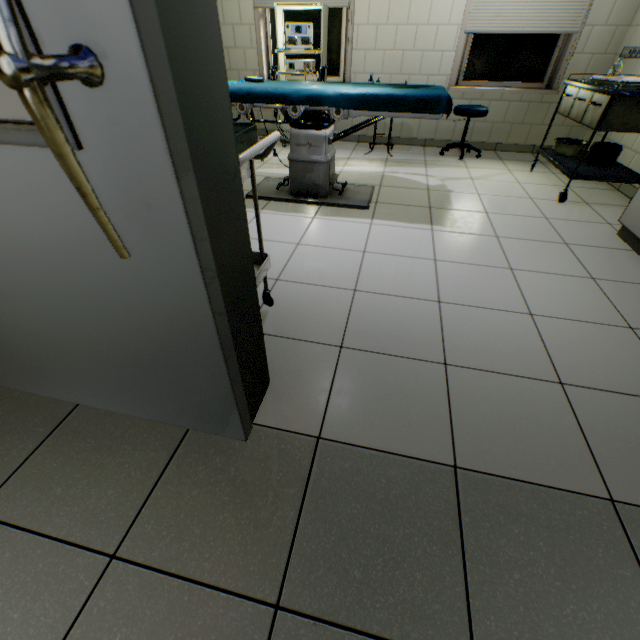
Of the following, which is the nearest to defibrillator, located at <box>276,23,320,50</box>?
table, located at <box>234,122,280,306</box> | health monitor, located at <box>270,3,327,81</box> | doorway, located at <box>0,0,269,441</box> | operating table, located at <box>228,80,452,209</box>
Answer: health monitor, located at <box>270,3,327,81</box>

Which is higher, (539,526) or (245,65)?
(245,65)

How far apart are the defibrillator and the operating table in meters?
1.4

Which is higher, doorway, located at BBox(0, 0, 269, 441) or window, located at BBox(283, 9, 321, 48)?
window, located at BBox(283, 9, 321, 48)

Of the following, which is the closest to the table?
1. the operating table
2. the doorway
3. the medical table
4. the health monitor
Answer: the doorway

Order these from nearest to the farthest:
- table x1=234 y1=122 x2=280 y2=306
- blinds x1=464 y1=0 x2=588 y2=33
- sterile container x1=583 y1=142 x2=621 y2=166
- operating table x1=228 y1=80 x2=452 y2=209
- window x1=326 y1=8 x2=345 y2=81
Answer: table x1=234 y1=122 x2=280 y2=306 → operating table x1=228 y1=80 x2=452 y2=209 → sterile container x1=583 y1=142 x2=621 y2=166 → blinds x1=464 y1=0 x2=588 y2=33 → window x1=326 y1=8 x2=345 y2=81

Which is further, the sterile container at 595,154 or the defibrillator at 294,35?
the defibrillator at 294,35

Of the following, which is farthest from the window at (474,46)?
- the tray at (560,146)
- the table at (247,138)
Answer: the table at (247,138)
